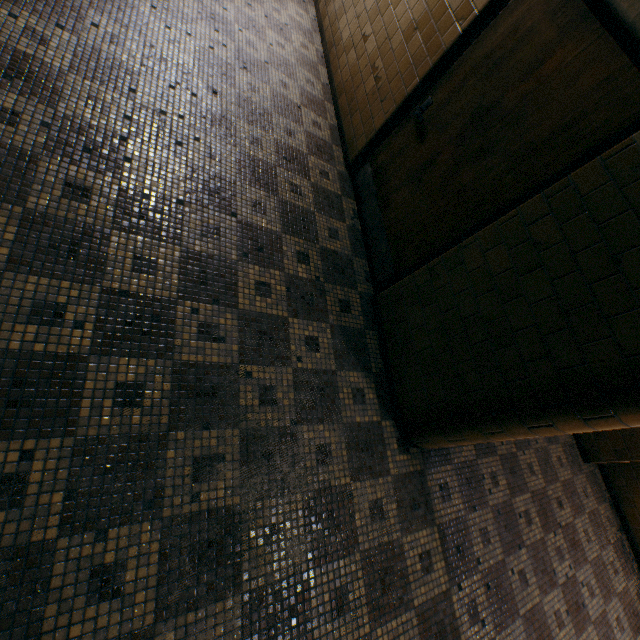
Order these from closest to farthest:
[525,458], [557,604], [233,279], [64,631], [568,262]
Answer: [64,631]
[568,262]
[233,279]
[557,604]
[525,458]

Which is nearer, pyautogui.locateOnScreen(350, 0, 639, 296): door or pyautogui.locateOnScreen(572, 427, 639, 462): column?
pyautogui.locateOnScreen(350, 0, 639, 296): door

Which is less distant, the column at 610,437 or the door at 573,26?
the door at 573,26
